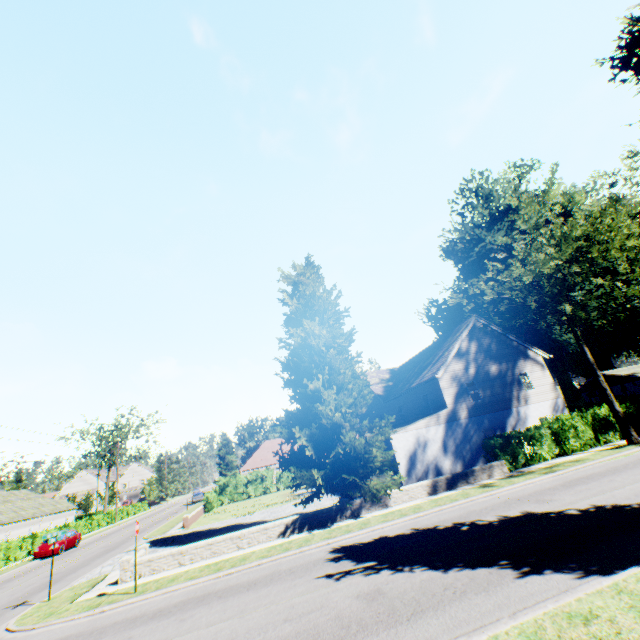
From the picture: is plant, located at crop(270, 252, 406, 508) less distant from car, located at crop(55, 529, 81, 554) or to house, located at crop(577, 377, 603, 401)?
house, located at crop(577, 377, 603, 401)

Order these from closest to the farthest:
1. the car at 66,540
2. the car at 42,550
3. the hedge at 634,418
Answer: the hedge at 634,418 < the car at 42,550 < the car at 66,540

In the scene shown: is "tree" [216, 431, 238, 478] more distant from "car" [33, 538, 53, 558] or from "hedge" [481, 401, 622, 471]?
"car" [33, 538, 53, 558]

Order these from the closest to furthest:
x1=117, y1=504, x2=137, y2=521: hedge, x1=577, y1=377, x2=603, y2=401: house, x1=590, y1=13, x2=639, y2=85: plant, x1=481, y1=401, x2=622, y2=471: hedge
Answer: x1=590, y1=13, x2=639, y2=85: plant, x1=481, y1=401, x2=622, y2=471: hedge, x1=577, y1=377, x2=603, y2=401: house, x1=117, y1=504, x2=137, y2=521: hedge

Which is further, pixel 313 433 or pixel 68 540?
pixel 68 540

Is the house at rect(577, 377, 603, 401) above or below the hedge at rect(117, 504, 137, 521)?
above

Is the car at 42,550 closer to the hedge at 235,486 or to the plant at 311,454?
the hedge at 235,486

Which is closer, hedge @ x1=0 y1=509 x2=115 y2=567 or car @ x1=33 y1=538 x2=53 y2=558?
car @ x1=33 y1=538 x2=53 y2=558
